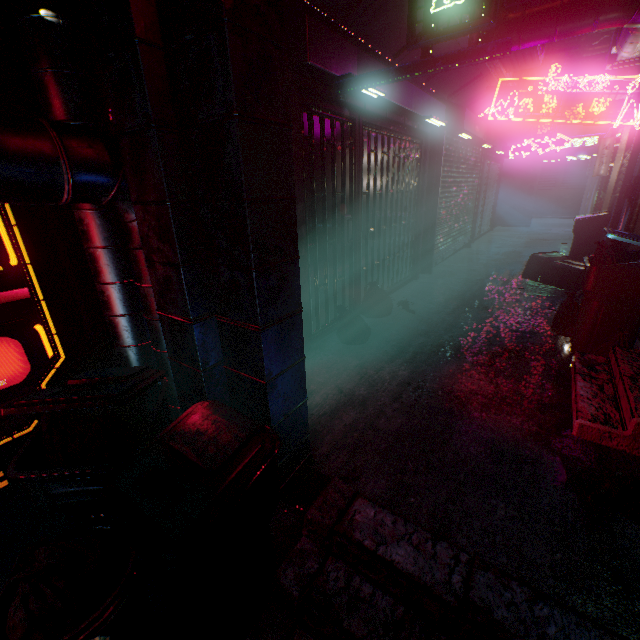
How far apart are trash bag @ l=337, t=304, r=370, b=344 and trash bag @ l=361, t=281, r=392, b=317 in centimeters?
54cm

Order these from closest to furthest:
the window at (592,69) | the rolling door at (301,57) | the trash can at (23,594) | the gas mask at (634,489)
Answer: the trash can at (23,594) → the gas mask at (634,489) → the rolling door at (301,57) → the window at (592,69)

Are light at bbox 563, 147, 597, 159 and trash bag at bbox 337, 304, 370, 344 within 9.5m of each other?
no

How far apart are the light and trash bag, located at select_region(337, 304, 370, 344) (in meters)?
11.89

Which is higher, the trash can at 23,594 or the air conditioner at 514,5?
the air conditioner at 514,5

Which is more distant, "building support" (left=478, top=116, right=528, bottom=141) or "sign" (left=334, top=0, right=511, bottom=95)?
"building support" (left=478, top=116, right=528, bottom=141)

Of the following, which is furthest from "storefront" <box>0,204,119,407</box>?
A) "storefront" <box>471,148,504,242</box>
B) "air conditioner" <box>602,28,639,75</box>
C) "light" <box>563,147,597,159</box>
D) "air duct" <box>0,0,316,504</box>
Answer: "light" <box>563,147,597,159</box>

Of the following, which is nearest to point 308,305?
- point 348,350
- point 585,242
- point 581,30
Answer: point 348,350
